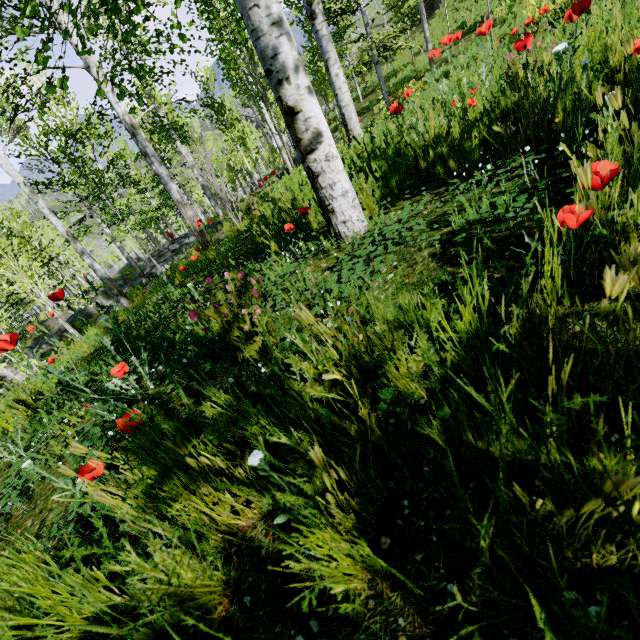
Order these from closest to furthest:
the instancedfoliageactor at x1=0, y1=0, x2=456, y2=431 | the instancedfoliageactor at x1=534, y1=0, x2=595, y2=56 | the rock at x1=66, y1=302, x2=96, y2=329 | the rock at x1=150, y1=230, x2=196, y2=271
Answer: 1. the instancedfoliageactor at x1=534, y1=0, x2=595, y2=56
2. the instancedfoliageactor at x1=0, y1=0, x2=456, y2=431
3. the rock at x1=150, y1=230, x2=196, y2=271
4. the rock at x1=66, y1=302, x2=96, y2=329

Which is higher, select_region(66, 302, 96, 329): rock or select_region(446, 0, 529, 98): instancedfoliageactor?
select_region(446, 0, 529, 98): instancedfoliageactor

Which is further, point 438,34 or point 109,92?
point 438,34

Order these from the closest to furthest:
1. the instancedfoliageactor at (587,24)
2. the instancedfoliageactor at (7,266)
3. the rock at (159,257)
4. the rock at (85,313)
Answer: the instancedfoliageactor at (587,24) → the instancedfoliageactor at (7,266) → the rock at (159,257) → the rock at (85,313)

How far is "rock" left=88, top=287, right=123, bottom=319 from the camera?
2.0m

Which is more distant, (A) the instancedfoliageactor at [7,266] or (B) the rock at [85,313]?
(B) the rock at [85,313]
